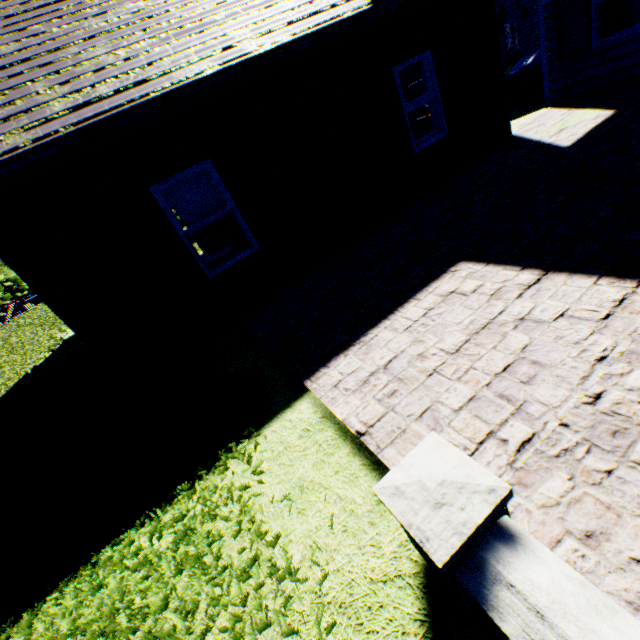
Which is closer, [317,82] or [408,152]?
[317,82]

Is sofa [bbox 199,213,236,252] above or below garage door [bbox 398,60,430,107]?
below

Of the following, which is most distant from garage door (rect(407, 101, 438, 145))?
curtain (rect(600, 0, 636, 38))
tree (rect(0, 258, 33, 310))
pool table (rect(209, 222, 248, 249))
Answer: tree (rect(0, 258, 33, 310))

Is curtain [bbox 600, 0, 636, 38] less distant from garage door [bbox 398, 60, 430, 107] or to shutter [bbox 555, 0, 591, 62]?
shutter [bbox 555, 0, 591, 62]

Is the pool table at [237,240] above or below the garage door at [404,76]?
below

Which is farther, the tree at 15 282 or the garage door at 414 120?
the tree at 15 282

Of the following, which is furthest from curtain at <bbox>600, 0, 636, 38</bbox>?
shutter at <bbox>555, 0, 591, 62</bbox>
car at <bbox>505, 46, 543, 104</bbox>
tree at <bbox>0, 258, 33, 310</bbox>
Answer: tree at <bbox>0, 258, 33, 310</bbox>

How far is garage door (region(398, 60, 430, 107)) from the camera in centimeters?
887cm
